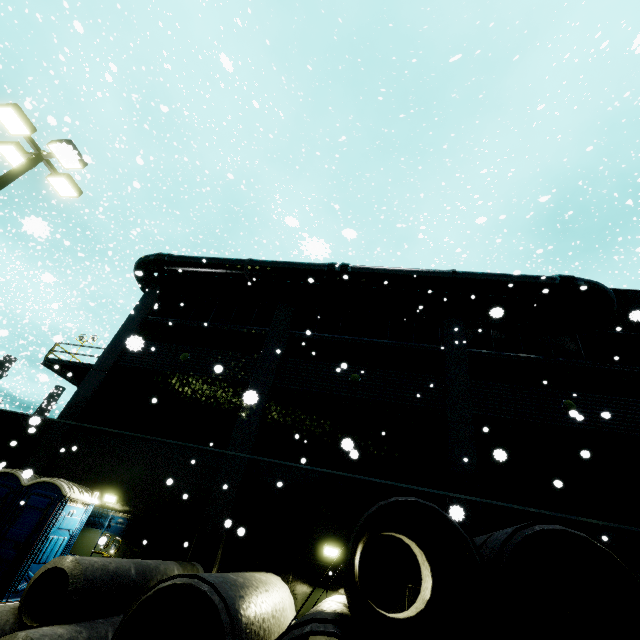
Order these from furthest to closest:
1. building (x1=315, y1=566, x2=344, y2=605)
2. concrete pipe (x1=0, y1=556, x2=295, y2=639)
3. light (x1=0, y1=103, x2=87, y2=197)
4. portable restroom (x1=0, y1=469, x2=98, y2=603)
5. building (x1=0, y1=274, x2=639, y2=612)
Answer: building (x1=0, y1=274, x2=639, y2=612)
building (x1=315, y1=566, x2=344, y2=605)
portable restroom (x1=0, y1=469, x2=98, y2=603)
light (x1=0, y1=103, x2=87, y2=197)
concrete pipe (x1=0, y1=556, x2=295, y2=639)

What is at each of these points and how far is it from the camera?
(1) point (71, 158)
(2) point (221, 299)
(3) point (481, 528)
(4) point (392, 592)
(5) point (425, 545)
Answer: (1) light, 2.7m
(2) building, 17.4m
(3) building, 9.9m
(4) building, 9.4m
(5) concrete pipe stack, 7.3m

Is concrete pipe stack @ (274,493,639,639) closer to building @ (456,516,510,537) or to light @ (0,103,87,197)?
building @ (456,516,510,537)

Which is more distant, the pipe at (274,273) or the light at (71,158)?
the pipe at (274,273)

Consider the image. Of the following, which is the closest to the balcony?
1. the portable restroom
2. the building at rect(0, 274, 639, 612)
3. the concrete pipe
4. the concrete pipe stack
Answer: the building at rect(0, 274, 639, 612)

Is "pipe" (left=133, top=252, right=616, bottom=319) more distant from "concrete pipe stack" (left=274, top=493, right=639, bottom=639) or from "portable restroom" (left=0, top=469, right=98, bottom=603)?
"portable restroom" (left=0, top=469, right=98, bottom=603)

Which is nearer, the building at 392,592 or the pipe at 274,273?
the building at 392,592

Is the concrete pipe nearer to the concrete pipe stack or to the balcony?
the concrete pipe stack
